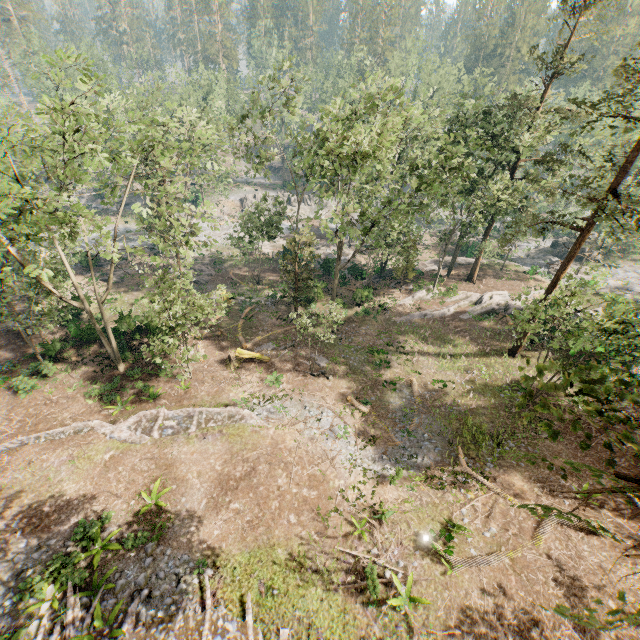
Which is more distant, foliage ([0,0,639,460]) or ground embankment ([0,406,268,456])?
ground embankment ([0,406,268,456])

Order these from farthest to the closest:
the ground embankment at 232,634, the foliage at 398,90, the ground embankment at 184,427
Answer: the ground embankment at 184,427
the foliage at 398,90
the ground embankment at 232,634

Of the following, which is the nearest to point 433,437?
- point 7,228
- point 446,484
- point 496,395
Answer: point 446,484

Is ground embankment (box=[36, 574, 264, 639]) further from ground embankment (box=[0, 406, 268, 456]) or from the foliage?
ground embankment (box=[0, 406, 268, 456])

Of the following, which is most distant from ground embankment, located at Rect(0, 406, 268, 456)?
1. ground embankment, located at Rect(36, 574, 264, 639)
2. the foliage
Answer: ground embankment, located at Rect(36, 574, 264, 639)

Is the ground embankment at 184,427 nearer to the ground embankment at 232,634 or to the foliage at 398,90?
the foliage at 398,90
